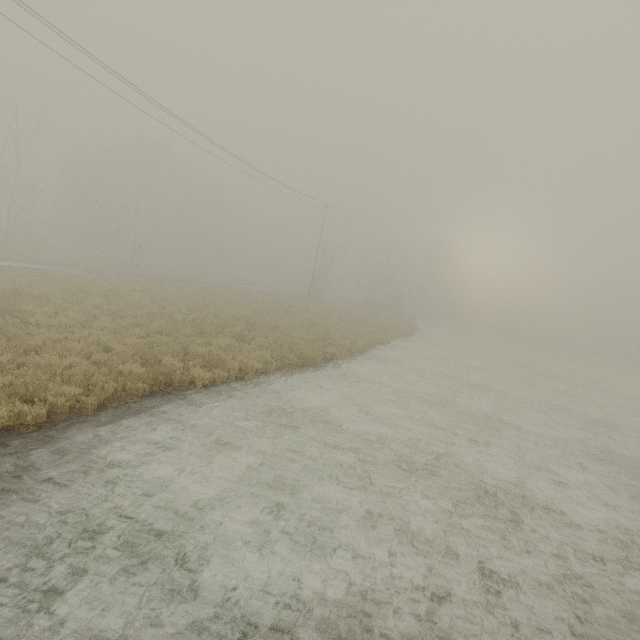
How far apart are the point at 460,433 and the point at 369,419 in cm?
290
